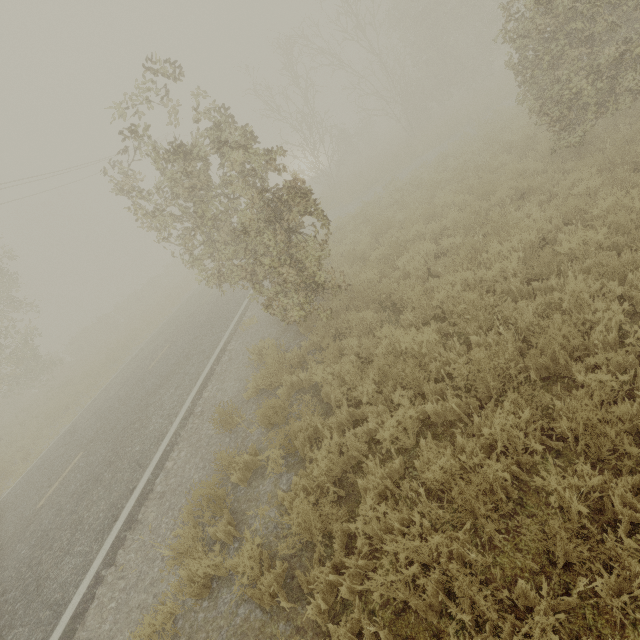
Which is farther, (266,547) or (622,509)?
(266,547)
